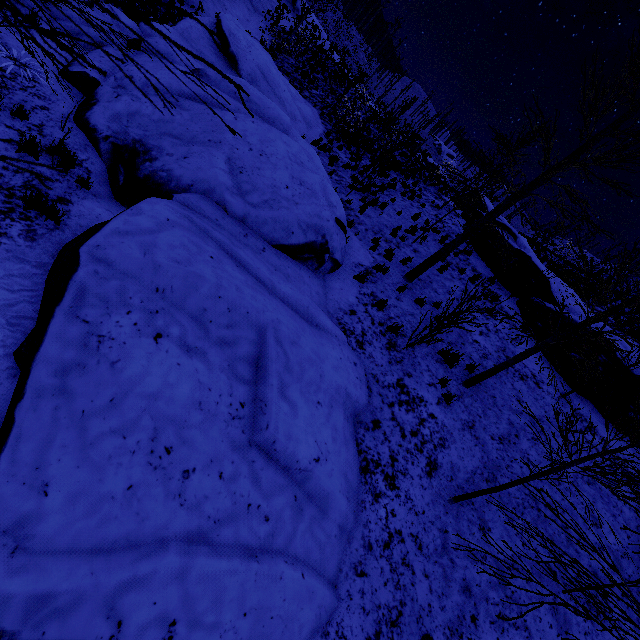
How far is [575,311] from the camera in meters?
12.8

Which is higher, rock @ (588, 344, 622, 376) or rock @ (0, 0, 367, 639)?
rock @ (588, 344, 622, 376)

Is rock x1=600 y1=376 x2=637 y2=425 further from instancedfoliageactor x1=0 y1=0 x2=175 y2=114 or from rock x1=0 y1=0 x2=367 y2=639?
instancedfoliageactor x1=0 y1=0 x2=175 y2=114

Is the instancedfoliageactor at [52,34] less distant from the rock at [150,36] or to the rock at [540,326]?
the rock at [150,36]

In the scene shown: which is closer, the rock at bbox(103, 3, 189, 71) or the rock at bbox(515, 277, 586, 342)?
the rock at bbox(103, 3, 189, 71)

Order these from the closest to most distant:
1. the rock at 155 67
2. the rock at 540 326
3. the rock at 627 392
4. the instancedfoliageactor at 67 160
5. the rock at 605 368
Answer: the instancedfoliageactor at 67 160 → the rock at 155 67 → the rock at 627 392 → the rock at 605 368 → the rock at 540 326
